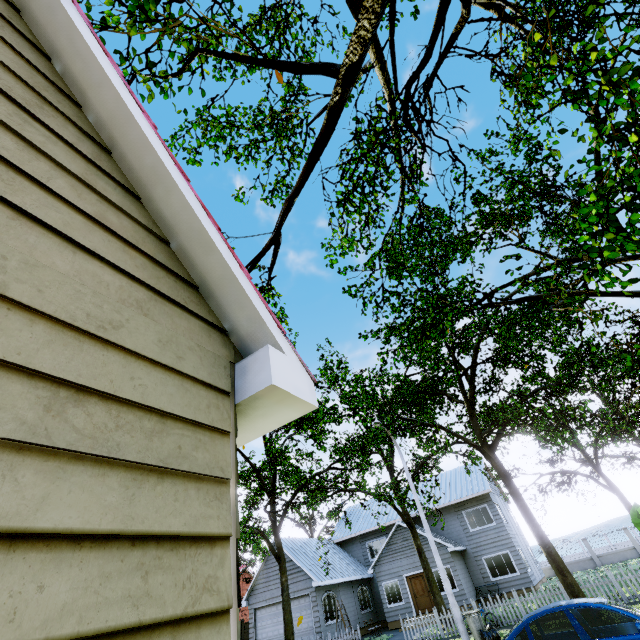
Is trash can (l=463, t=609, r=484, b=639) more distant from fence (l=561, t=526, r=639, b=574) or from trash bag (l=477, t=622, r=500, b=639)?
fence (l=561, t=526, r=639, b=574)

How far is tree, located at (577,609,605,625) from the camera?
11.1m

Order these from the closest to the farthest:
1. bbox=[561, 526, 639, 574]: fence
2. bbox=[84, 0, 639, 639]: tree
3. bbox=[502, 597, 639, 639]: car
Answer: bbox=[84, 0, 639, 639]: tree → bbox=[502, 597, 639, 639]: car → bbox=[561, 526, 639, 574]: fence

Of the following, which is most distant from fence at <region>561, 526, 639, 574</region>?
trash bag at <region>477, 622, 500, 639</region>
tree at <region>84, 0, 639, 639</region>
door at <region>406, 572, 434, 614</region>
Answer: door at <region>406, 572, 434, 614</region>

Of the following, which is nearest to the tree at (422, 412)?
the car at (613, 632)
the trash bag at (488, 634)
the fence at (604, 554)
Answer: the fence at (604, 554)

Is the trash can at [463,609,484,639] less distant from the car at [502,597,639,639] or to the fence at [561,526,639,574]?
the fence at [561,526,639,574]

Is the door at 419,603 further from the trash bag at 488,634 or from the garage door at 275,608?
the trash bag at 488,634

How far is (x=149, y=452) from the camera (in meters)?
1.35
